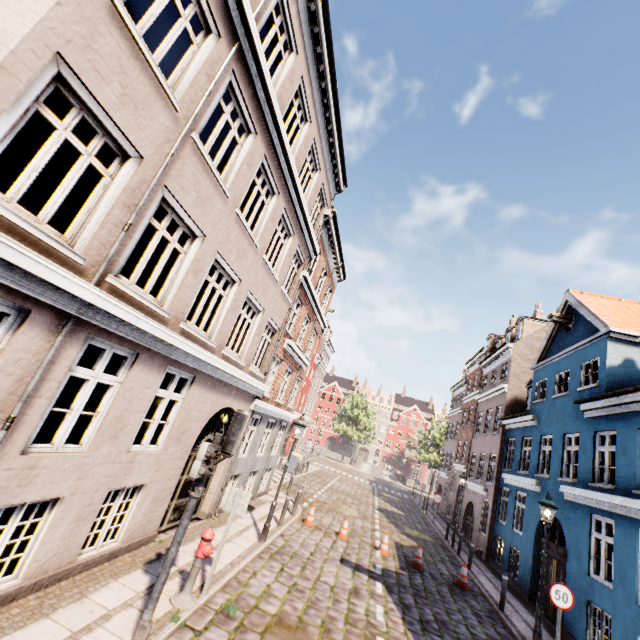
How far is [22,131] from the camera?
10.3 meters

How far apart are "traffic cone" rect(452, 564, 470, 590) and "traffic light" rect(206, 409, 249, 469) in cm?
1185

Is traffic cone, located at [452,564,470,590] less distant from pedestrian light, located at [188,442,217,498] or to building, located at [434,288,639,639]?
building, located at [434,288,639,639]

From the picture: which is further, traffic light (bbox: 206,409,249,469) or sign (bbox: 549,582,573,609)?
sign (bbox: 549,582,573,609)

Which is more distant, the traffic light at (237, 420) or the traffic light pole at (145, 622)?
the traffic light at (237, 420)

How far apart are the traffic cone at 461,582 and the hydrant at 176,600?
10.56m

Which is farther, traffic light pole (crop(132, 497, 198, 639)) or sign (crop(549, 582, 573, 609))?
sign (crop(549, 582, 573, 609))

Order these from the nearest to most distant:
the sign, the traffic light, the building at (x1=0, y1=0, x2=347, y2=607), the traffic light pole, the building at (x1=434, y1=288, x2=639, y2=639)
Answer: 1. the building at (x1=0, y1=0, x2=347, y2=607)
2. the traffic light pole
3. the traffic light
4. the sign
5. the building at (x1=434, y1=288, x2=639, y2=639)
